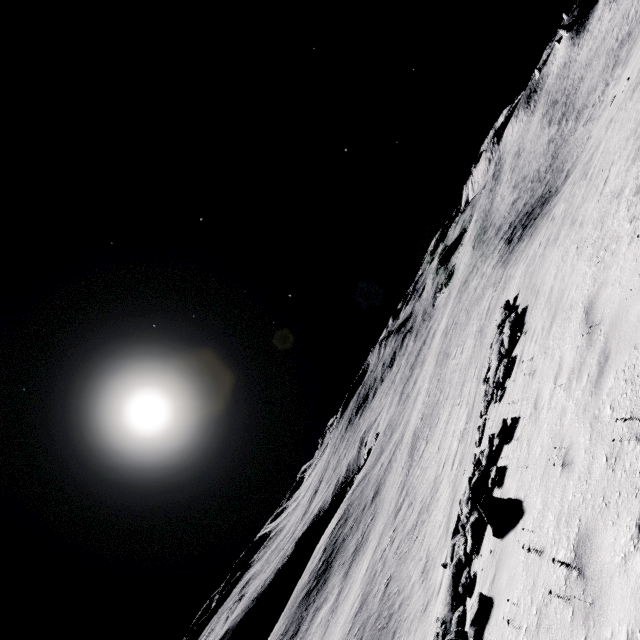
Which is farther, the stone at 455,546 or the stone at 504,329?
the stone at 504,329

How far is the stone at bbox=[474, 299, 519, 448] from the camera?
11.8m

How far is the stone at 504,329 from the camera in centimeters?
1178cm

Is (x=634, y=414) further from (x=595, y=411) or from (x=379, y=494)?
(x=379, y=494)

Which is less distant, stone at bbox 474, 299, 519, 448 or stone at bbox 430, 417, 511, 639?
stone at bbox 430, 417, 511, 639
